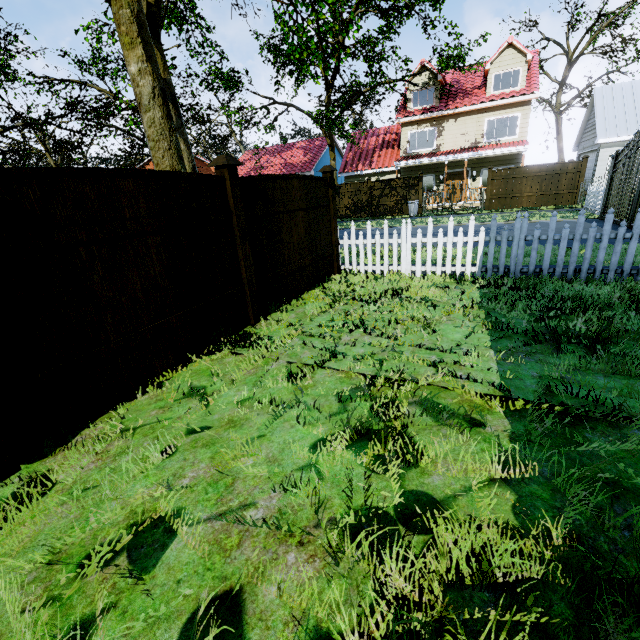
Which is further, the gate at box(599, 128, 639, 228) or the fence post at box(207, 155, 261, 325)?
the gate at box(599, 128, 639, 228)

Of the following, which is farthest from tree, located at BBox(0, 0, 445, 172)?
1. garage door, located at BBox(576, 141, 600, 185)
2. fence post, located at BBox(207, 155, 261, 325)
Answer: garage door, located at BBox(576, 141, 600, 185)

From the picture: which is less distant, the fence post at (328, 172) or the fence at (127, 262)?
the fence at (127, 262)

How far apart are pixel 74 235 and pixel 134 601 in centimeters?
254cm

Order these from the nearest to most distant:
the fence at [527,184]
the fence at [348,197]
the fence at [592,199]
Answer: the fence at [592,199]
the fence at [527,184]
the fence at [348,197]

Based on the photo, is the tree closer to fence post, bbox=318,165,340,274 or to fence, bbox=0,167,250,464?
fence, bbox=0,167,250,464

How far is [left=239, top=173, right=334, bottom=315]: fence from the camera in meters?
4.7 m

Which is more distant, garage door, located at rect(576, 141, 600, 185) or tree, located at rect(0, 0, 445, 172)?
garage door, located at rect(576, 141, 600, 185)
